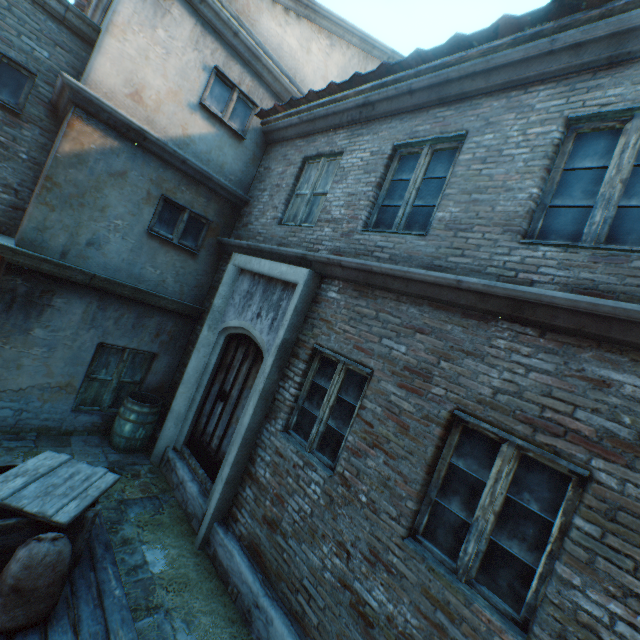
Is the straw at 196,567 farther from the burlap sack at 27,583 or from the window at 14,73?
the window at 14,73

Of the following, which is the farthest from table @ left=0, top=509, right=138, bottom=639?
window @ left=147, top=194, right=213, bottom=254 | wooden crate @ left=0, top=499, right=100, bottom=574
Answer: window @ left=147, top=194, right=213, bottom=254

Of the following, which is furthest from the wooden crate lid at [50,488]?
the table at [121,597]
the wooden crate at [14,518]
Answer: the table at [121,597]

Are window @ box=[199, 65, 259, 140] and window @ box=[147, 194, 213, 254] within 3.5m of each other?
yes

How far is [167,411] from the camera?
6.6 meters

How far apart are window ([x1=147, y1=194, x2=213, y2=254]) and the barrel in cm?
293

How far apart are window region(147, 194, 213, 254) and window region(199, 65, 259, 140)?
1.7m

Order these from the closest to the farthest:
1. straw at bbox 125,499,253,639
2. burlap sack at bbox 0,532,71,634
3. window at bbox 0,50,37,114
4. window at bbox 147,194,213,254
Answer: burlap sack at bbox 0,532,71,634 < straw at bbox 125,499,253,639 < window at bbox 0,50,37,114 < window at bbox 147,194,213,254
